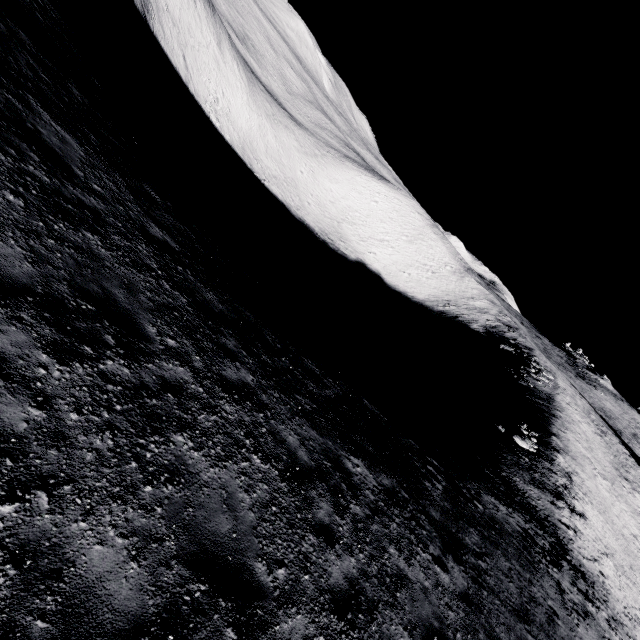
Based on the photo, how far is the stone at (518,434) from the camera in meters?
29.6

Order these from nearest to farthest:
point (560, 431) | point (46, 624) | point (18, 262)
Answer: point (46, 624) → point (18, 262) → point (560, 431)

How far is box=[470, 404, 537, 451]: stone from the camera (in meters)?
29.59
